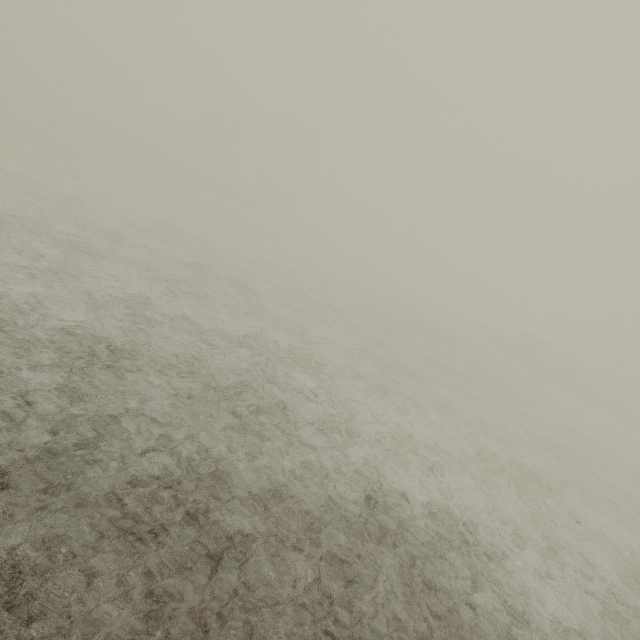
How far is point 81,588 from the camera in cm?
284
